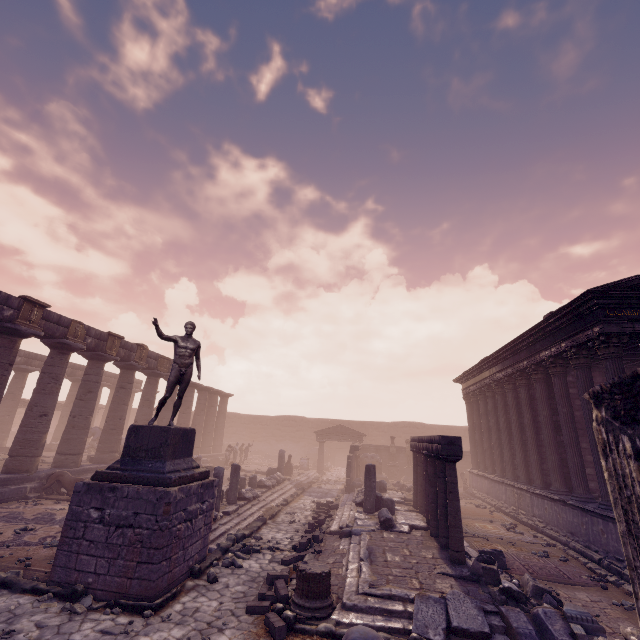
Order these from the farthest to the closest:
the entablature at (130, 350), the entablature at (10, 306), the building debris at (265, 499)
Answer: the entablature at (130, 350) → the entablature at (10, 306) → the building debris at (265, 499)

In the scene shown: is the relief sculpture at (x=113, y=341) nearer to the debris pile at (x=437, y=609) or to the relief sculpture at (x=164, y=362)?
the relief sculpture at (x=164, y=362)

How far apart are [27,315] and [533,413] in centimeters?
2168cm

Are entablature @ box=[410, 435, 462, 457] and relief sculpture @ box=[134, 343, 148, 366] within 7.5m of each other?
no

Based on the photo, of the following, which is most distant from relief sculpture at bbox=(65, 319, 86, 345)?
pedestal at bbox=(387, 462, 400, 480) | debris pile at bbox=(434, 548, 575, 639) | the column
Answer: pedestal at bbox=(387, 462, 400, 480)

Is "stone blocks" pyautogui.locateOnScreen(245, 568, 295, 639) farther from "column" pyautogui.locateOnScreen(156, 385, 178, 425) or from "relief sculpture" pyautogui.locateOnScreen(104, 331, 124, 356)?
"column" pyautogui.locateOnScreen(156, 385, 178, 425)

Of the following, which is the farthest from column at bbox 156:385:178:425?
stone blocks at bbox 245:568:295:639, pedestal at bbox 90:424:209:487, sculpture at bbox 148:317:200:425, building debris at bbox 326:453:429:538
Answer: stone blocks at bbox 245:568:295:639

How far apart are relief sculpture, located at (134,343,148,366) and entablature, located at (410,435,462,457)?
15.5 meters
